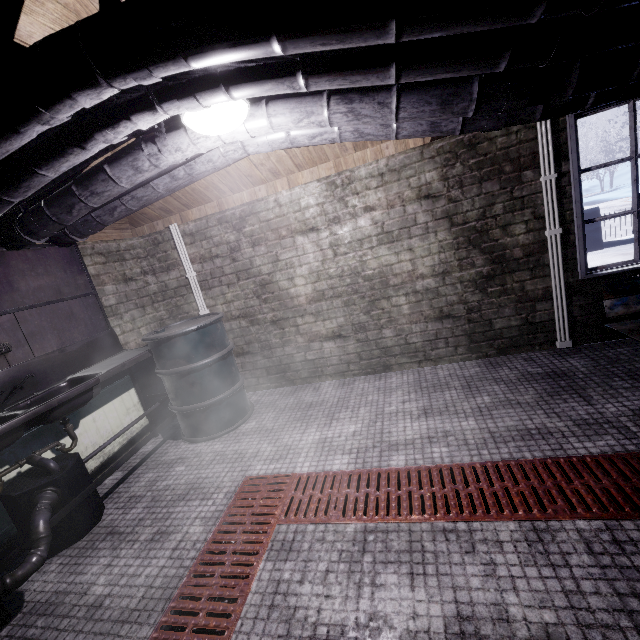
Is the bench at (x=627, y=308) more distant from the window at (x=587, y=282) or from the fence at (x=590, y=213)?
the fence at (x=590, y=213)

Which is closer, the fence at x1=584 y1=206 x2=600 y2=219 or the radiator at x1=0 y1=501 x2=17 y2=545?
the radiator at x1=0 y1=501 x2=17 y2=545

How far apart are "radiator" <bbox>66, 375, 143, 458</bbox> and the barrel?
0.4m

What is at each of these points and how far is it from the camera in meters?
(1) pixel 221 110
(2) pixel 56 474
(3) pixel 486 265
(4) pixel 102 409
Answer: (1) light, 1.5
(2) sink, 2.0
(3) window, 2.8
(4) radiator, 2.8

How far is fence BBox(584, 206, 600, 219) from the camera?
6.7 meters

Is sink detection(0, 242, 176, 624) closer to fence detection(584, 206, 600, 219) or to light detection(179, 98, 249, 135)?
light detection(179, 98, 249, 135)

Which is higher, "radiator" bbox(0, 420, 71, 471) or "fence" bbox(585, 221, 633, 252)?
"radiator" bbox(0, 420, 71, 471)

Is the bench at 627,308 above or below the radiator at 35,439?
below
